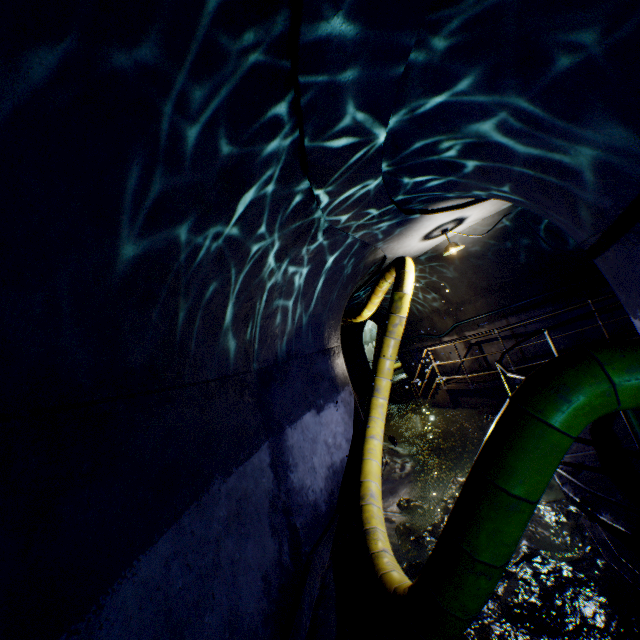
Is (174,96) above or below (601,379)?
above

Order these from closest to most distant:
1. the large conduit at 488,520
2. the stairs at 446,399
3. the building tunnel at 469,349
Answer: the large conduit at 488,520, the building tunnel at 469,349, the stairs at 446,399

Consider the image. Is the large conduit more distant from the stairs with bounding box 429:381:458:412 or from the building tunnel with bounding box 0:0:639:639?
the stairs with bounding box 429:381:458:412

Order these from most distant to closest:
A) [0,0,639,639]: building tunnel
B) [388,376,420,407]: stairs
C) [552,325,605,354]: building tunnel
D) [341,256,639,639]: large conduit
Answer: [388,376,420,407]: stairs < [552,325,605,354]: building tunnel < [341,256,639,639]: large conduit < [0,0,639,639]: building tunnel

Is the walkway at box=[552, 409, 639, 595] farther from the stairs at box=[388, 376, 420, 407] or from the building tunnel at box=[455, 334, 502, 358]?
Answer: the stairs at box=[388, 376, 420, 407]

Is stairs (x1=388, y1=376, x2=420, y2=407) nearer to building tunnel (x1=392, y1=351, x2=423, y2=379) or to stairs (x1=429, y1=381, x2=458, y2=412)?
building tunnel (x1=392, y1=351, x2=423, y2=379)

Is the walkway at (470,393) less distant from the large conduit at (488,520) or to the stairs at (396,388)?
the large conduit at (488,520)
